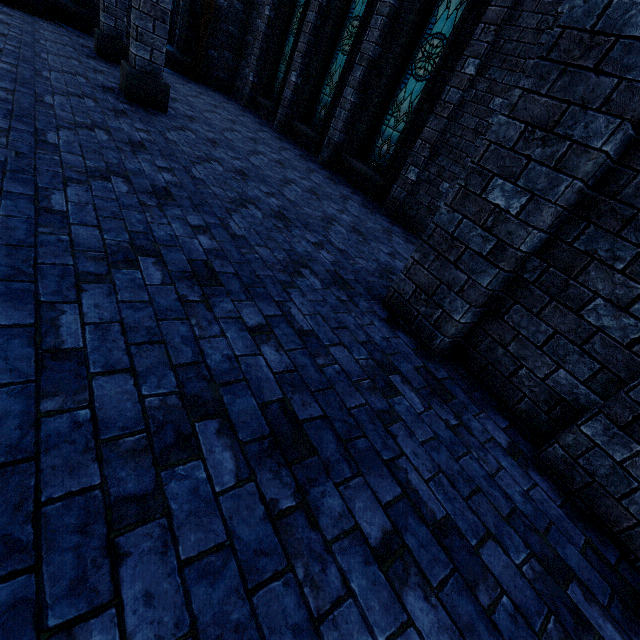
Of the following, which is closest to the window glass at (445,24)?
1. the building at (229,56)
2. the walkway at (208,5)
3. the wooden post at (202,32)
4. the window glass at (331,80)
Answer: the building at (229,56)

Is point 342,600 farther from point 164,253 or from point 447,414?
point 164,253

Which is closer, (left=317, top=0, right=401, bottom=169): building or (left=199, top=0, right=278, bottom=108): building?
(left=317, top=0, right=401, bottom=169): building

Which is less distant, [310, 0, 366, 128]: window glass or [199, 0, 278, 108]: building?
[310, 0, 366, 128]: window glass

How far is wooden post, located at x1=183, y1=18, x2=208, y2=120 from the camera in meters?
7.7 m

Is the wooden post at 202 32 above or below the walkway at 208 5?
below

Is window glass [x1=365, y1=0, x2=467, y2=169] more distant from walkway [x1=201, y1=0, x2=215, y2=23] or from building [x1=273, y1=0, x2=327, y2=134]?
walkway [x1=201, y1=0, x2=215, y2=23]
